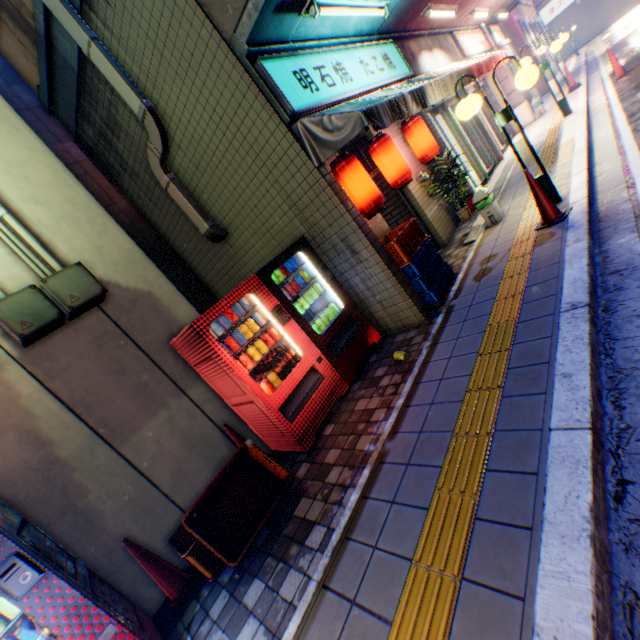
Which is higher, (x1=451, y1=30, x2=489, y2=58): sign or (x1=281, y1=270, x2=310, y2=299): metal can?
(x1=451, y1=30, x2=489, y2=58): sign

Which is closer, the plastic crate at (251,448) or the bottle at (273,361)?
the plastic crate at (251,448)

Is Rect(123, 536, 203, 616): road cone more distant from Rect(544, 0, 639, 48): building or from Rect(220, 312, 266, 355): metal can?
Rect(544, 0, 639, 48): building

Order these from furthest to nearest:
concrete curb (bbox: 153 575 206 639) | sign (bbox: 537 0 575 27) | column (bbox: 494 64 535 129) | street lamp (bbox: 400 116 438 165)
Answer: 1. sign (bbox: 537 0 575 27)
2. column (bbox: 494 64 535 129)
3. street lamp (bbox: 400 116 438 165)
4. concrete curb (bbox: 153 575 206 639)

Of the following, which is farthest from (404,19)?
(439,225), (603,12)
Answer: (603,12)

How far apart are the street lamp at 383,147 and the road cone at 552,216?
1.75m

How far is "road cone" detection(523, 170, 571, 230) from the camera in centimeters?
452cm

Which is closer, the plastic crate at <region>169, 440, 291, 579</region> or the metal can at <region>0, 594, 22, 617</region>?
the metal can at <region>0, 594, 22, 617</region>
